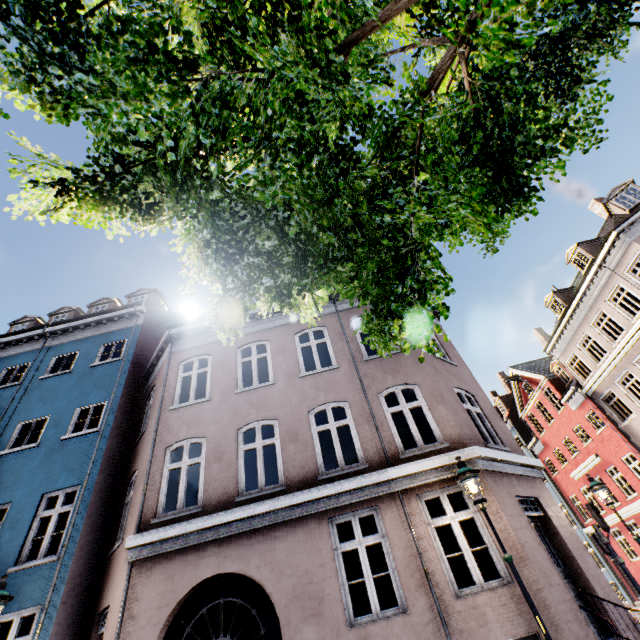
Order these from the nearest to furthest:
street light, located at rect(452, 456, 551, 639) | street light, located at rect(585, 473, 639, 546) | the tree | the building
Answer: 1. the tree
2. street light, located at rect(452, 456, 551, 639)
3. the building
4. street light, located at rect(585, 473, 639, 546)

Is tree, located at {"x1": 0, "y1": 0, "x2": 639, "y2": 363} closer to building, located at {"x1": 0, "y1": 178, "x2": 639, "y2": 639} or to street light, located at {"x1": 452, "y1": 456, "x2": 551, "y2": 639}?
building, located at {"x1": 0, "y1": 178, "x2": 639, "y2": 639}

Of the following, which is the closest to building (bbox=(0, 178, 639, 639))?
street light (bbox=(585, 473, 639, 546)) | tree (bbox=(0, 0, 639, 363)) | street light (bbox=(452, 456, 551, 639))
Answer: street light (bbox=(452, 456, 551, 639))

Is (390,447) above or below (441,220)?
above

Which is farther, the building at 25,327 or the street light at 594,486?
the street light at 594,486

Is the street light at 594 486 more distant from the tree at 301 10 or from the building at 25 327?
the tree at 301 10

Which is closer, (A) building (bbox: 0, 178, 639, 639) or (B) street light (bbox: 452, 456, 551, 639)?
(B) street light (bbox: 452, 456, 551, 639)
